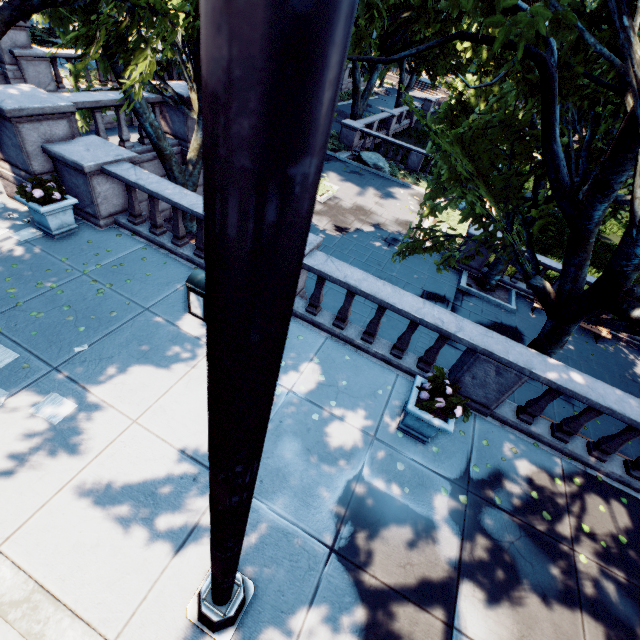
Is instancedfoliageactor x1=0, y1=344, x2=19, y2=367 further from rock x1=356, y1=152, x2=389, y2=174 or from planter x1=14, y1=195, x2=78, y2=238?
rock x1=356, y1=152, x2=389, y2=174

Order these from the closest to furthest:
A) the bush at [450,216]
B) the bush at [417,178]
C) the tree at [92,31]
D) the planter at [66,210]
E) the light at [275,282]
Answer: the light at [275,282] → the tree at [92,31] → the planter at [66,210] → the bush at [450,216] → the bush at [417,178]

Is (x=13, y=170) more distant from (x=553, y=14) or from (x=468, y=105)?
(x=468, y=105)

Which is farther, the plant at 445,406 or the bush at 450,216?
the bush at 450,216

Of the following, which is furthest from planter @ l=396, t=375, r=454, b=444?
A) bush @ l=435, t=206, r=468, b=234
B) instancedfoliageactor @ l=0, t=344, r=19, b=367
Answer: bush @ l=435, t=206, r=468, b=234

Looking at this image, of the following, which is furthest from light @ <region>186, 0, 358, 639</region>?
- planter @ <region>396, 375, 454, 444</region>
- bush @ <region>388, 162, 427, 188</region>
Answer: bush @ <region>388, 162, 427, 188</region>

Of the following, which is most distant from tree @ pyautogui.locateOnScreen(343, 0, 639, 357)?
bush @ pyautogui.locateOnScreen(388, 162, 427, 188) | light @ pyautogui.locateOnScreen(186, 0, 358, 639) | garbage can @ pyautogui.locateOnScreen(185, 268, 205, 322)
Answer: garbage can @ pyautogui.locateOnScreen(185, 268, 205, 322)

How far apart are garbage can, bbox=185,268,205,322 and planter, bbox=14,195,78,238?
3.8m
